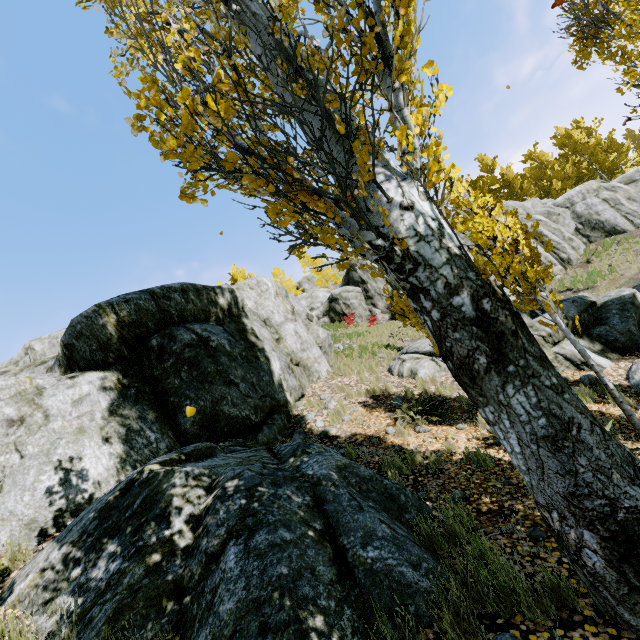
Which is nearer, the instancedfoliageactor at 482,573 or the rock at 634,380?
the instancedfoliageactor at 482,573

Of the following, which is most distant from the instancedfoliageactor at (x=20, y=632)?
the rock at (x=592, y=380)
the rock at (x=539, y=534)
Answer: the rock at (x=592, y=380)

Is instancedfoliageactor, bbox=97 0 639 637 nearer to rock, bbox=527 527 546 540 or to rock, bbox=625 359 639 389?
rock, bbox=625 359 639 389

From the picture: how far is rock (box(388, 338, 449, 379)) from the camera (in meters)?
9.62

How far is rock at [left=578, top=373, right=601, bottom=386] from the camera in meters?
7.3 m

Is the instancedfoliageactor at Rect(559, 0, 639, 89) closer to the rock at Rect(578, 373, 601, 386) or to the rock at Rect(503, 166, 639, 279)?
the rock at Rect(503, 166, 639, 279)

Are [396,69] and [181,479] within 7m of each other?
yes
